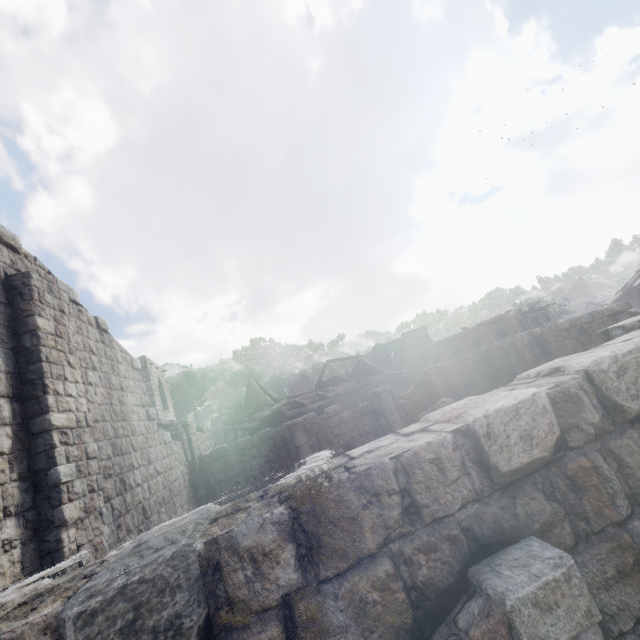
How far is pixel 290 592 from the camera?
1.70m
